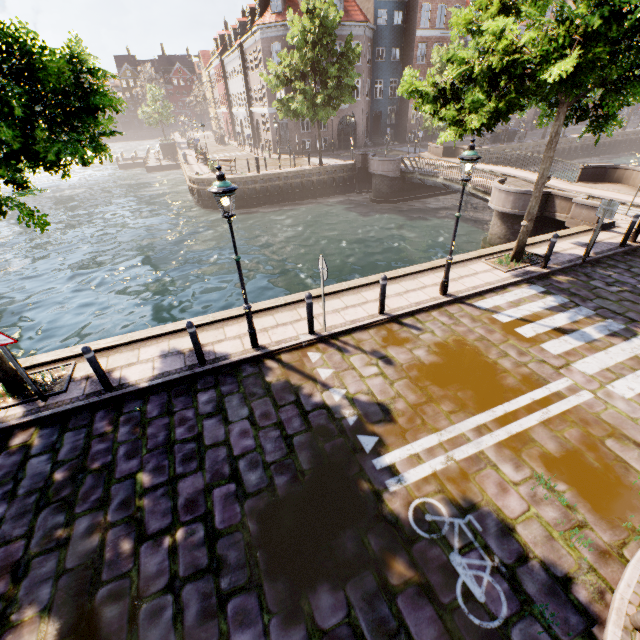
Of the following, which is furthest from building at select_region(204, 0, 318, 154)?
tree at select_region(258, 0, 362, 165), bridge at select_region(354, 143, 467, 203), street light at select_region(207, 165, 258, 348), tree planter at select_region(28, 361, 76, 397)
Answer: tree planter at select_region(28, 361, 76, 397)

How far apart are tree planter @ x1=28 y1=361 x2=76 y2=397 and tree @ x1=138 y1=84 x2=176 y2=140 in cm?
5230

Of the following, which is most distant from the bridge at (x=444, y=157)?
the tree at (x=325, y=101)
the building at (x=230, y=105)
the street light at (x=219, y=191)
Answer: the street light at (x=219, y=191)

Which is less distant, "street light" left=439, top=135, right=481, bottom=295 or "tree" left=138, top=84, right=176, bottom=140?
"street light" left=439, top=135, right=481, bottom=295

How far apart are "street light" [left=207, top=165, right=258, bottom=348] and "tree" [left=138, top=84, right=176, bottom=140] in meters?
52.8

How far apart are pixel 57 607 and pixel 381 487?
4.3m

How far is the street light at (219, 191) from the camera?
5.5 meters

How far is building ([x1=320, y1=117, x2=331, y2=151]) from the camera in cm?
3506
